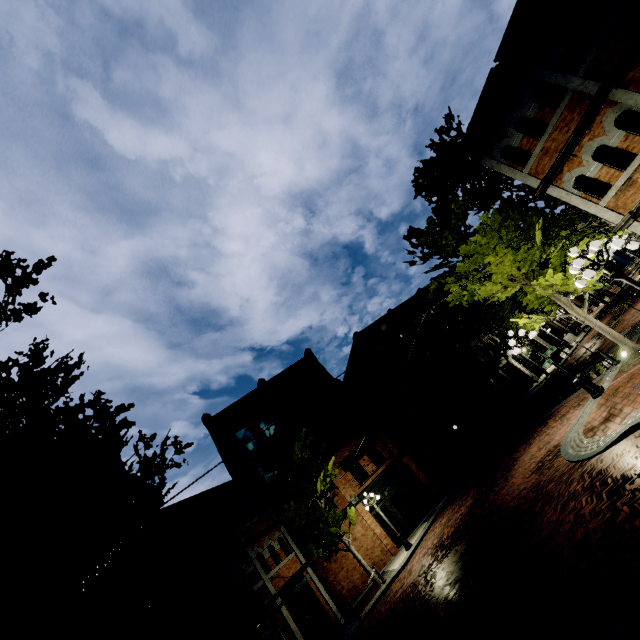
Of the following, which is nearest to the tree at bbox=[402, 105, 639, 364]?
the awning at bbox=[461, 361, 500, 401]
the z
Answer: the z

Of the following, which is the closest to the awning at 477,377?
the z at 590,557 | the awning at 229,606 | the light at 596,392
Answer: the z at 590,557

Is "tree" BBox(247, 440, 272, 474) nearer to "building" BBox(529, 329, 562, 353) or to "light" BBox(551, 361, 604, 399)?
"building" BBox(529, 329, 562, 353)

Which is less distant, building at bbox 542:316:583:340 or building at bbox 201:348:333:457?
building at bbox 201:348:333:457

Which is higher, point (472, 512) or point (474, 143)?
point (474, 143)

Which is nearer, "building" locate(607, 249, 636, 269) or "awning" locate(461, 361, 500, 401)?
"awning" locate(461, 361, 500, 401)

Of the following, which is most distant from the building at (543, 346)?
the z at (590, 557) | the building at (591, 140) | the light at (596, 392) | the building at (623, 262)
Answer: the building at (591, 140)

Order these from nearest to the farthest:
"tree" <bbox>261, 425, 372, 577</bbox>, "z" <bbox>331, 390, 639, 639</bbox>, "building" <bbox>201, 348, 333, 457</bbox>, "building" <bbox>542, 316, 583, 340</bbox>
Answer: "z" <bbox>331, 390, 639, 639</bbox>, "tree" <bbox>261, 425, 372, 577</bbox>, "building" <bbox>201, 348, 333, 457</bbox>, "building" <bbox>542, 316, 583, 340</bbox>
